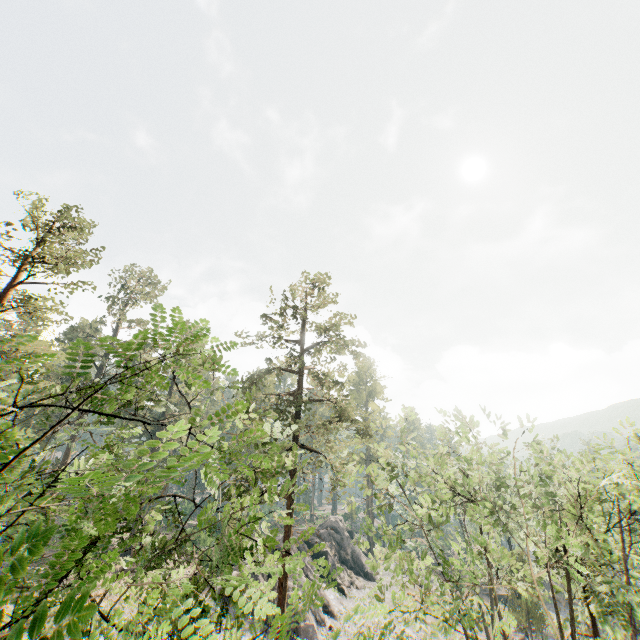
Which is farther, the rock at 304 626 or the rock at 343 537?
the rock at 343 537

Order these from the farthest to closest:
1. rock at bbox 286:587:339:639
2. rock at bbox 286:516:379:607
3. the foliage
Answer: rock at bbox 286:516:379:607 → rock at bbox 286:587:339:639 → the foliage

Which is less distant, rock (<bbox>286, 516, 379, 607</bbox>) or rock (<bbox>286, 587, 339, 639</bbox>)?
rock (<bbox>286, 587, 339, 639</bbox>)

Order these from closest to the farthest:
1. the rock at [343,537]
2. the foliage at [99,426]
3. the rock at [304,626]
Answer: A: the foliage at [99,426] < the rock at [304,626] < the rock at [343,537]

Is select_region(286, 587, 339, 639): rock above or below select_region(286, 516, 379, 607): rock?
below

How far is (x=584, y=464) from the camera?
12.4m

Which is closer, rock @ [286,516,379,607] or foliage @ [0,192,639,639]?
foliage @ [0,192,639,639]
